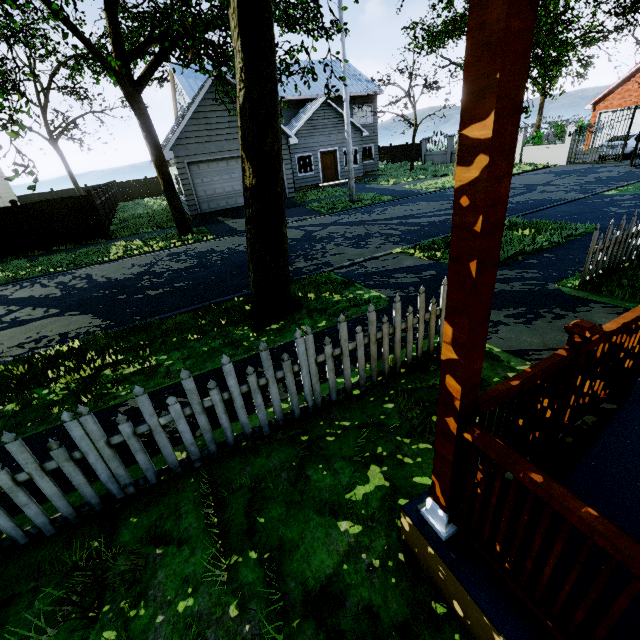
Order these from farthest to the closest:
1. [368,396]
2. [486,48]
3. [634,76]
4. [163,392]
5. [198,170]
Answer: [634,76]
[198,170]
[163,392]
[368,396]
[486,48]

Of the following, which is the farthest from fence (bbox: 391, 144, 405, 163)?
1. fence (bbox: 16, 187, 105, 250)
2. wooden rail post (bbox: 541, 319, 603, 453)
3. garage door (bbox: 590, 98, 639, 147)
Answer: wooden rail post (bbox: 541, 319, 603, 453)

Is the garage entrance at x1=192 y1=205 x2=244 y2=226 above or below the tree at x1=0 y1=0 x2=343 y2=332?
below

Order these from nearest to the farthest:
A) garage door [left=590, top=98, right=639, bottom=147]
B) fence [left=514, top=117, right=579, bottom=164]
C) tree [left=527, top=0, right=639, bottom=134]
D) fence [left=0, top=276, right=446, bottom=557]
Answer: fence [left=0, top=276, right=446, bottom=557] < tree [left=527, top=0, right=639, bottom=134] < fence [left=514, top=117, right=579, bottom=164] < garage door [left=590, top=98, right=639, bottom=147]

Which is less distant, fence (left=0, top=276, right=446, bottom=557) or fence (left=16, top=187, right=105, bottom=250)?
fence (left=0, top=276, right=446, bottom=557)

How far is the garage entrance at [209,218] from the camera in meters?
16.2 m

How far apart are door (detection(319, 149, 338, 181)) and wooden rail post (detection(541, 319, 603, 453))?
24.9m

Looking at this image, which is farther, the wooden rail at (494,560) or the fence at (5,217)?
the fence at (5,217)
